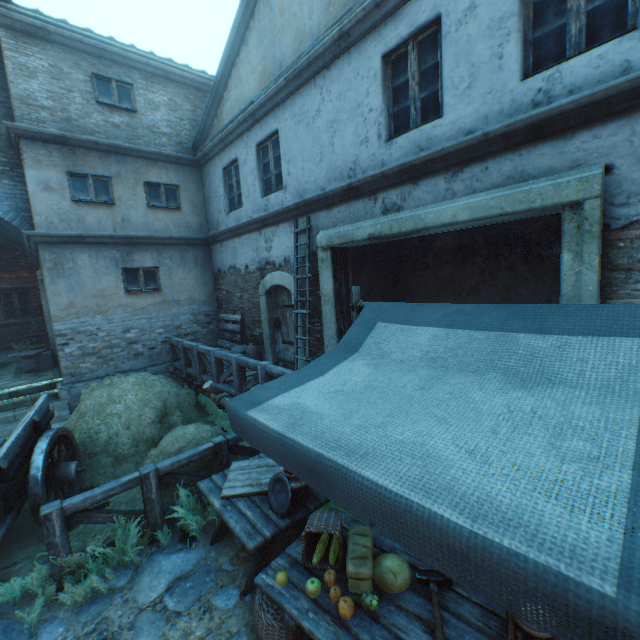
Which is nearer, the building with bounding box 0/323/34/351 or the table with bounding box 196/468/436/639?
the table with bounding box 196/468/436/639

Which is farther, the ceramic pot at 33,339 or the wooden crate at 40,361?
the ceramic pot at 33,339

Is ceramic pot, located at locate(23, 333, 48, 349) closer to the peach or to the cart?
the cart

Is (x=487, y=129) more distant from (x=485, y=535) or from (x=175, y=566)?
(x=175, y=566)

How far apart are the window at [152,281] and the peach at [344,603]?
9.27m

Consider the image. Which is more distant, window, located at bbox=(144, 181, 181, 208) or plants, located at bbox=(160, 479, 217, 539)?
window, located at bbox=(144, 181, 181, 208)

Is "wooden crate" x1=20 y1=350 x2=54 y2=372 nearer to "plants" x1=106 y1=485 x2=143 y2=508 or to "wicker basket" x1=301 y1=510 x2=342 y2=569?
"plants" x1=106 y1=485 x2=143 y2=508

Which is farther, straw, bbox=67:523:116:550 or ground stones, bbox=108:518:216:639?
straw, bbox=67:523:116:550
